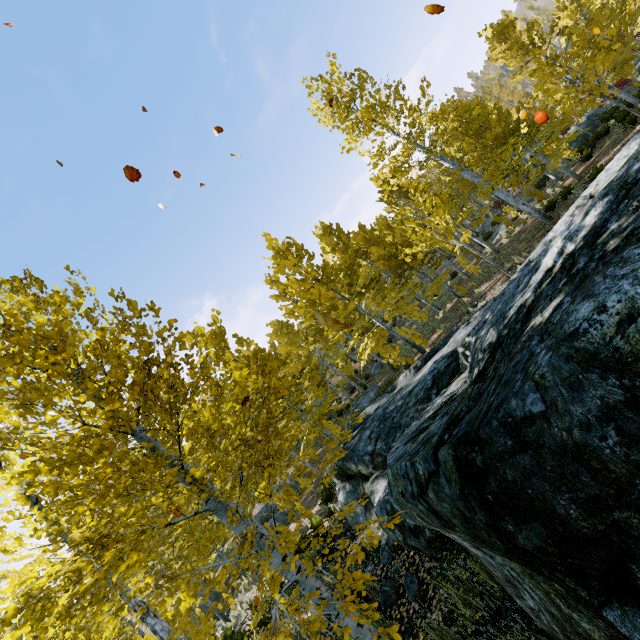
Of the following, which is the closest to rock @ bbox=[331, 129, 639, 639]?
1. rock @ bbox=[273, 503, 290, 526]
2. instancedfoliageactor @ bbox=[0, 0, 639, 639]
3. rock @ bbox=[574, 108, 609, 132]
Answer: instancedfoliageactor @ bbox=[0, 0, 639, 639]

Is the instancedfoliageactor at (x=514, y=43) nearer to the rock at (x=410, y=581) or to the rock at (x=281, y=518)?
the rock at (x=410, y=581)

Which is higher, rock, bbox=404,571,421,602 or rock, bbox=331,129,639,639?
rock, bbox=331,129,639,639

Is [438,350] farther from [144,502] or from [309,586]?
[144,502]

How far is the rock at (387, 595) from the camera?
4.61m

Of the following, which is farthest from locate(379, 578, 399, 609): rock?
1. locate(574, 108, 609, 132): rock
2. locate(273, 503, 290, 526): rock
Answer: locate(574, 108, 609, 132): rock

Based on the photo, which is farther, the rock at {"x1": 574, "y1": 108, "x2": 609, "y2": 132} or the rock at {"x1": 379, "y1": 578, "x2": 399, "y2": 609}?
the rock at {"x1": 574, "y1": 108, "x2": 609, "y2": 132}
